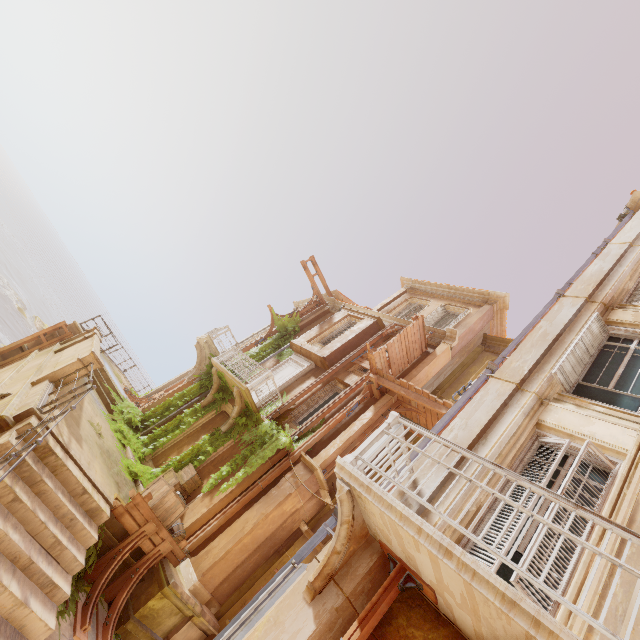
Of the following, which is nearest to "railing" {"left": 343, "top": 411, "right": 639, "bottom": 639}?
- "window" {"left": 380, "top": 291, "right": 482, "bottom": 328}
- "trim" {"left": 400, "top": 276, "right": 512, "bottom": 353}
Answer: "window" {"left": 380, "top": 291, "right": 482, "bottom": 328}

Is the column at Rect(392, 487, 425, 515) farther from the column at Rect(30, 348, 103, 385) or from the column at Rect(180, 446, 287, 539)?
the column at Rect(30, 348, 103, 385)

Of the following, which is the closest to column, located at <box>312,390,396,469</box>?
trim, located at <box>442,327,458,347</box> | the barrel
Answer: trim, located at <box>442,327,458,347</box>

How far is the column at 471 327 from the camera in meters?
13.1 m

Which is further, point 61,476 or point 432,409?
point 432,409

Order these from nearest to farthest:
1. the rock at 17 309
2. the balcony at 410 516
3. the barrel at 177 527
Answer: the balcony at 410 516 < the barrel at 177 527 < the rock at 17 309

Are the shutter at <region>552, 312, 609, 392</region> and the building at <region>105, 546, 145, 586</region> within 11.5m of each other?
yes

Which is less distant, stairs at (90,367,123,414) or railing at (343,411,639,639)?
railing at (343,411,639,639)
